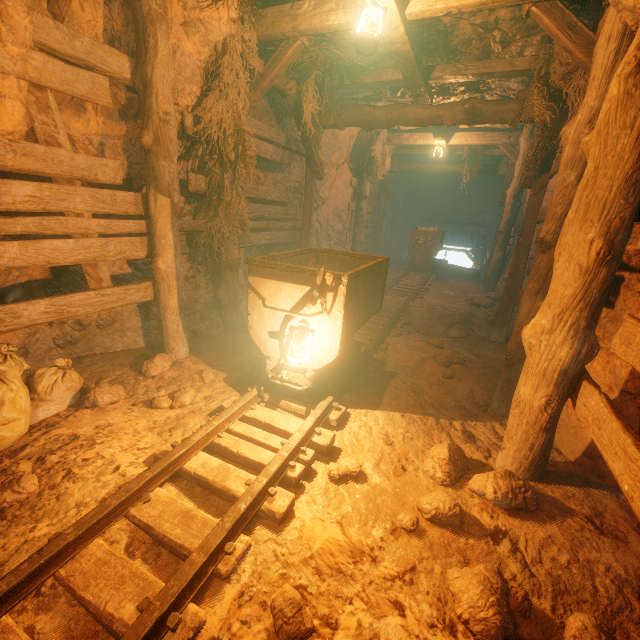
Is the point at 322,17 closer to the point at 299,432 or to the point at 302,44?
the point at 302,44

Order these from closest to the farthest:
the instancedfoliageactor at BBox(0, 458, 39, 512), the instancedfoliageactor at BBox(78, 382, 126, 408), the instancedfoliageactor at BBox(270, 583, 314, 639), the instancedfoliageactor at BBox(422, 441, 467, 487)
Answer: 1. the instancedfoliageactor at BBox(270, 583, 314, 639)
2. the instancedfoliageactor at BBox(0, 458, 39, 512)
3. the instancedfoliageactor at BBox(422, 441, 467, 487)
4. the instancedfoliageactor at BBox(78, 382, 126, 408)

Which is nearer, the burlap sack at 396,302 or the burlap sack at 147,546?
the burlap sack at 147,546

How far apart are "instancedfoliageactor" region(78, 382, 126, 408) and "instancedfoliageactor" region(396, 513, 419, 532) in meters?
3.0

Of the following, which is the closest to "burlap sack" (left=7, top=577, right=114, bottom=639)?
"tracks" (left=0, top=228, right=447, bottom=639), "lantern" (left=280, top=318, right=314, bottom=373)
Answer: "tracks" (left=0, top=228, right=447, bottom=639)

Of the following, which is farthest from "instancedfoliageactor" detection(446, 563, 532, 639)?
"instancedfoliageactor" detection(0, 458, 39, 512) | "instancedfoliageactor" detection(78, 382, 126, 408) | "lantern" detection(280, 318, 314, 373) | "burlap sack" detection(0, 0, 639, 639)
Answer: "instancedfoliageactor" detection(78, 382, 126, 408)

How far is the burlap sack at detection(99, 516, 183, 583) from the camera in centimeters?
184cm

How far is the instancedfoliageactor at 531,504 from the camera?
2.3m
